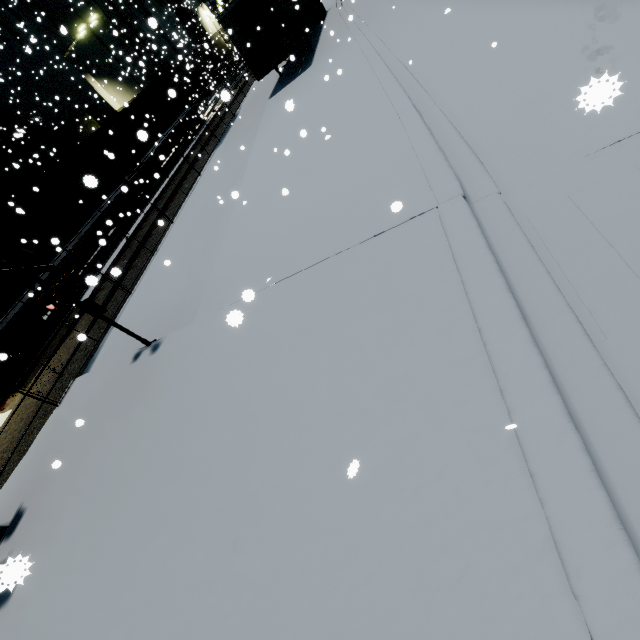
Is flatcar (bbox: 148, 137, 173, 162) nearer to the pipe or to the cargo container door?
the cargo container door

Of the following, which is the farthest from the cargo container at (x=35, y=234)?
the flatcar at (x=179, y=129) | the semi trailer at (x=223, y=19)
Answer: the semi trailer at (x=223, y=19)

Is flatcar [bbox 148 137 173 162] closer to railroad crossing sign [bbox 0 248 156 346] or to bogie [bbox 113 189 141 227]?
bogie [bbox 113 189 141 227]

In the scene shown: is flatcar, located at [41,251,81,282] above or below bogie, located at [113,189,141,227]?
above

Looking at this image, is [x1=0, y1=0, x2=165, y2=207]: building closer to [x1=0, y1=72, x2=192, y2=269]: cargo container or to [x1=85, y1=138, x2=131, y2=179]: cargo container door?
[x1=0, y1=72, x2=192, y2=269]: cargo container

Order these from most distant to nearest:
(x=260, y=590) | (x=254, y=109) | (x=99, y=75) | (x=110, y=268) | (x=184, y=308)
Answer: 1. (x=99, y=75)
2. (x=254, y=109)
3. (x=110, y=268)
4. (x=184, y=308)
5. (x=260, y=590)

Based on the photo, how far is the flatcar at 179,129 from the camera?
23.06m

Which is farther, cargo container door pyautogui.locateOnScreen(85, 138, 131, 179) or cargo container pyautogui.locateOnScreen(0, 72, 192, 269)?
cargo container door pyautogui.locateOnScreen(85, 138, 131, 179)
